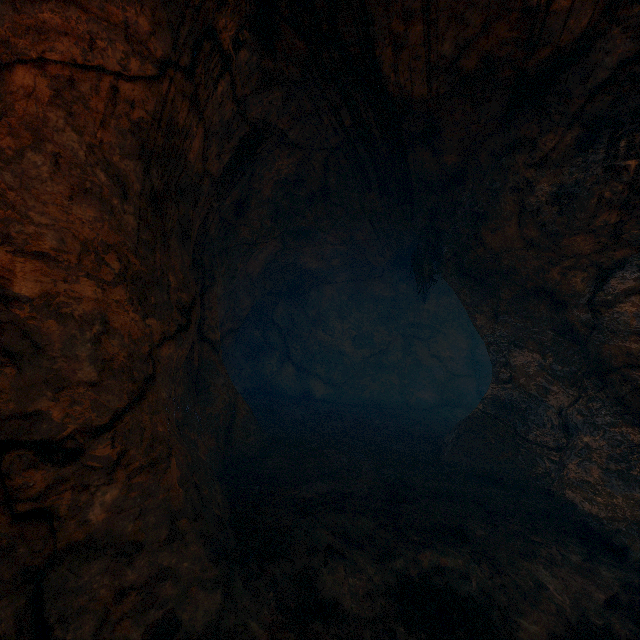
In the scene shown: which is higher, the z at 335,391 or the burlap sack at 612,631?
the z at 335,391

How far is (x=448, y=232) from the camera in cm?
605

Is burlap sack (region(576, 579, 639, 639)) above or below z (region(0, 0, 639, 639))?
below
